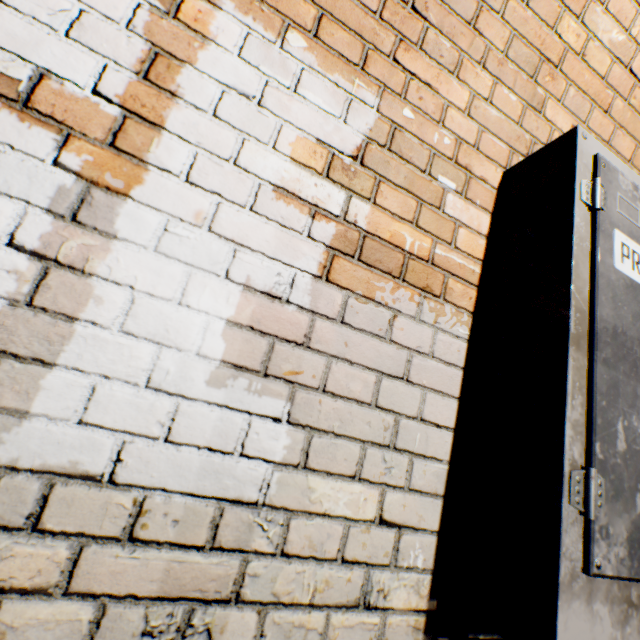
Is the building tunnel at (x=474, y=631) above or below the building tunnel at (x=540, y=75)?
below

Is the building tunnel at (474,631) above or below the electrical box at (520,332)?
below

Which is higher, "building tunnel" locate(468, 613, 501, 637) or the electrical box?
the electrical box

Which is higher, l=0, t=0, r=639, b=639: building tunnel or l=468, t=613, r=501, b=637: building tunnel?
l=0, t=0, r=639, b=639: building tunnel

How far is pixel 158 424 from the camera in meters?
0.7 m
